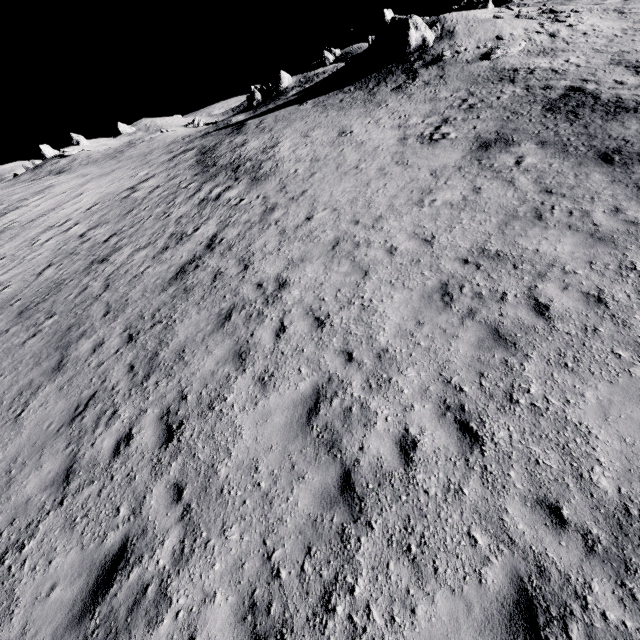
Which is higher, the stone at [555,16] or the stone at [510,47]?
the stone at [555,16]

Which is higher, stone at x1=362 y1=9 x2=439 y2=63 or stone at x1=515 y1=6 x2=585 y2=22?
stone at x1=362 y1=9 x2=439 y2=63

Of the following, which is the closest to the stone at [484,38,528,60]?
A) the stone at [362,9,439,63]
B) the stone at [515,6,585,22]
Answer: the stone at [515,6,585,22]

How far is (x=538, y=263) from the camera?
7.7 meters

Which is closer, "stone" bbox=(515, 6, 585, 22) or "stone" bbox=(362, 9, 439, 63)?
"stone" bbox=(515, 6, 585, 22)

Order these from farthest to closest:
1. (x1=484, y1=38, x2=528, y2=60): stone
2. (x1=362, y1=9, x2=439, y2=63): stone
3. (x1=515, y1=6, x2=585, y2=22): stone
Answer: (x1=362, y1=9, x2=439, y2=63): stone, (x1=515, y1=6, x2=585, y2=22): stone, (x1=484, y1=38, x2=528, y2=60): stone

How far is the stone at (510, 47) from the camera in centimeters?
2105cm

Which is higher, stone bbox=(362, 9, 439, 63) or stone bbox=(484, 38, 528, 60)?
stone bbox=(362, 9, 439, 63)
